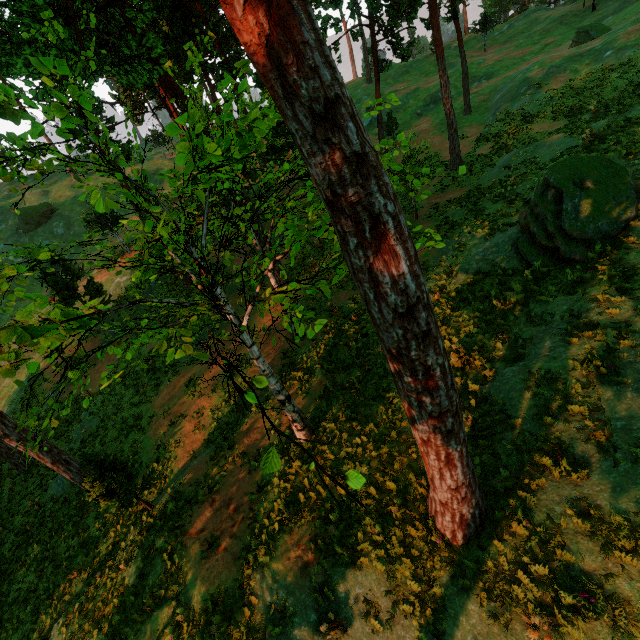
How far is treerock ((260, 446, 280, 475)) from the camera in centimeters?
346cm

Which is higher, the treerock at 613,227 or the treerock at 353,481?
the treerock at 353,481

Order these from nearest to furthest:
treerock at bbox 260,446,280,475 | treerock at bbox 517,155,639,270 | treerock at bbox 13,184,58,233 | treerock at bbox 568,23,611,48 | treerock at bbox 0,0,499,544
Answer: treerock at bbox 0,0,499,544
treerock at bbox 260,446,280,475
treerock at bbox 13,184,58,233
treerock at bbox 517,155,639,270
treerock at bbox 568,23,611,48

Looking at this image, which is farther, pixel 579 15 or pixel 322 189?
pixel 579 15

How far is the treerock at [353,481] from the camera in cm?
348

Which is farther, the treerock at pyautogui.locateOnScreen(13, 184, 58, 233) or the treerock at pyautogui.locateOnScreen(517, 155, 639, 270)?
the treerock at pyautogui.locateOnScreen(517, 155, 639, 270)
